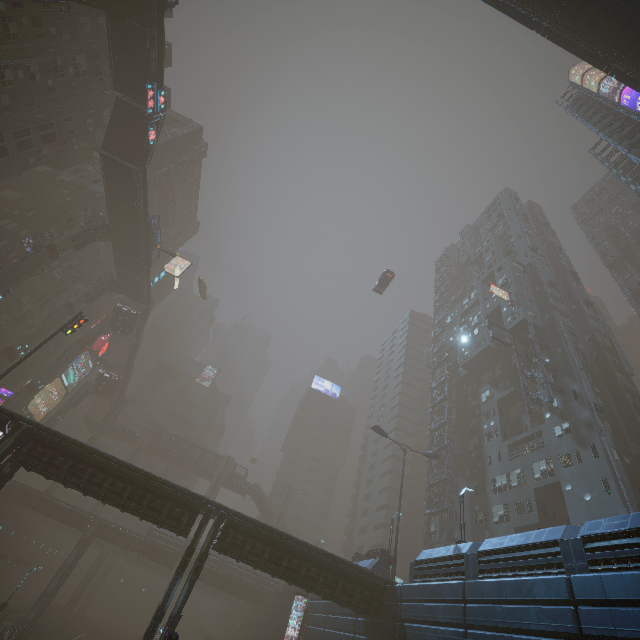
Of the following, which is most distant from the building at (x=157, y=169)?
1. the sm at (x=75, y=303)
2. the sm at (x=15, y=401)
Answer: the sm at (x=75, y=303)

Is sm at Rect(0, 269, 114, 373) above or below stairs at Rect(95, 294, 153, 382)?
below

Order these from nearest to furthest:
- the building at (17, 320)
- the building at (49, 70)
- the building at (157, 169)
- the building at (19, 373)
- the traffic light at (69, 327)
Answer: the traffic light at (69, 327)
the building at (49, 70)
the building at (17, 320)
the building at (19, 373)
the building at (157, 169)

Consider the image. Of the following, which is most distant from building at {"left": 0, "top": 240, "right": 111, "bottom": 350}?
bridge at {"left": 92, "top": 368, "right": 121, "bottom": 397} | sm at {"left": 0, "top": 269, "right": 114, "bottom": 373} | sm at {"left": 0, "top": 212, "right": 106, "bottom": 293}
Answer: bridge at {"left": 92, "top": 368, "right": 121, "bottom": 397}

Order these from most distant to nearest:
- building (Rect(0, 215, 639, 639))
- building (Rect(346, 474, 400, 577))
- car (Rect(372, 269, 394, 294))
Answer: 1. car (Rect(372, 269, 394, 294))
2. building (Rect(346, 474, 400, 577))
3. building (Rect(0, 215, 639, 639))

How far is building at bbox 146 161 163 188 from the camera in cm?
5756

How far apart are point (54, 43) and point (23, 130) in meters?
9.8 m

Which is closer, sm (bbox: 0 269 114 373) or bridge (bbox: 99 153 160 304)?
bridge (bbox: 99 153 160 304)
